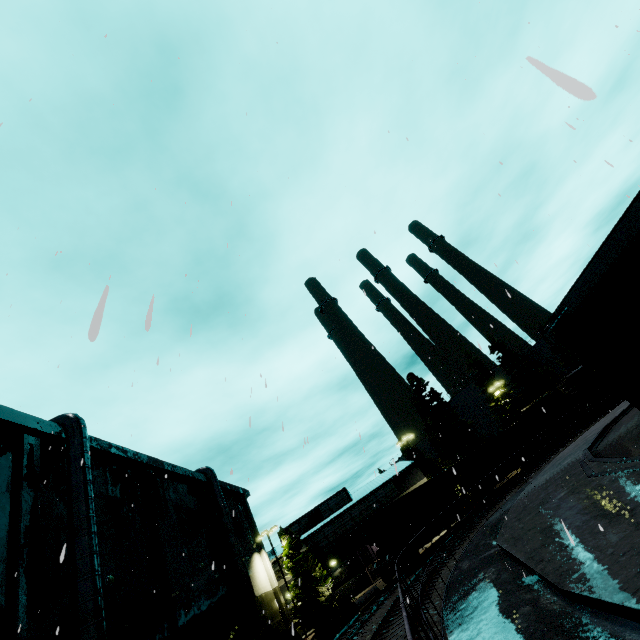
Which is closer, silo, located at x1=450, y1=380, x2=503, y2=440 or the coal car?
the coal car

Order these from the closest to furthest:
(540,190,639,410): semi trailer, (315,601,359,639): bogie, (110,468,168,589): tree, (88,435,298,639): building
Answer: (540,190,639,410): semi trailer
(88,435,298,639): building
(110,468,168,589): tree
(315,601,359,639): bogie

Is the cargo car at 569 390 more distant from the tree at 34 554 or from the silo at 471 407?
the silo at 471 407

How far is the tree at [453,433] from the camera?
44.5m

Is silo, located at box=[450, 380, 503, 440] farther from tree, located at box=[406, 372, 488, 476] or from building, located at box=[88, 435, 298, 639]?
building, located at box=[88, 435, 298, 639]

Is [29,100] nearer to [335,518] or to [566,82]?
[566,82]

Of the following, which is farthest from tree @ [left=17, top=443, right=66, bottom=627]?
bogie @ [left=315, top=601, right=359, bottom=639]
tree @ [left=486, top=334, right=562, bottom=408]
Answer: tree @ [left=486, top=334, right=562, bottom=408]

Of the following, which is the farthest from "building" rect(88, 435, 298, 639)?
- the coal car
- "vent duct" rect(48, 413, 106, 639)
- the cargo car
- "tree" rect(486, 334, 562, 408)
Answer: "tree" rect(486, 334, 562, 408)
